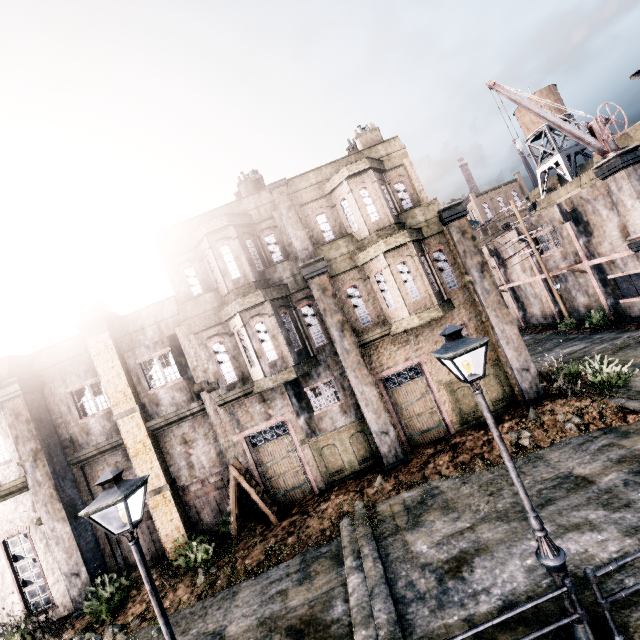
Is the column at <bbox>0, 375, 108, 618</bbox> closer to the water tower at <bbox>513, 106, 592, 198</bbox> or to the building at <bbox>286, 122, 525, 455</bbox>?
the building at <bbox>286, 122, 525, 455</bbox>

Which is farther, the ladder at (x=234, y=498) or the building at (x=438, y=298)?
the building at (x=438, y=298)

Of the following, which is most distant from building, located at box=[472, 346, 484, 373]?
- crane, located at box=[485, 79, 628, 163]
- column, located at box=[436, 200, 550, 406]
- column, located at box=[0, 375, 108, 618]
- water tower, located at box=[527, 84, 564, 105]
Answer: water tower, located at box=[527, 84, 564, 105]

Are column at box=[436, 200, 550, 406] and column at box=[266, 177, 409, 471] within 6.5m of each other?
yes

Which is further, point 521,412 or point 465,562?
point 521,412

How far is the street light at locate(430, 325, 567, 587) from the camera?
5.47m

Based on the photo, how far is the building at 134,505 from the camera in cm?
1434

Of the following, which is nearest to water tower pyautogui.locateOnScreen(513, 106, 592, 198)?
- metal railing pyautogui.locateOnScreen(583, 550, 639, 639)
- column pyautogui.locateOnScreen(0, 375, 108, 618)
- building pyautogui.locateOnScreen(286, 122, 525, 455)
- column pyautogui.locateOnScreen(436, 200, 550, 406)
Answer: building pyautogui.locateOnScreen(286, 122, 525, 455)
